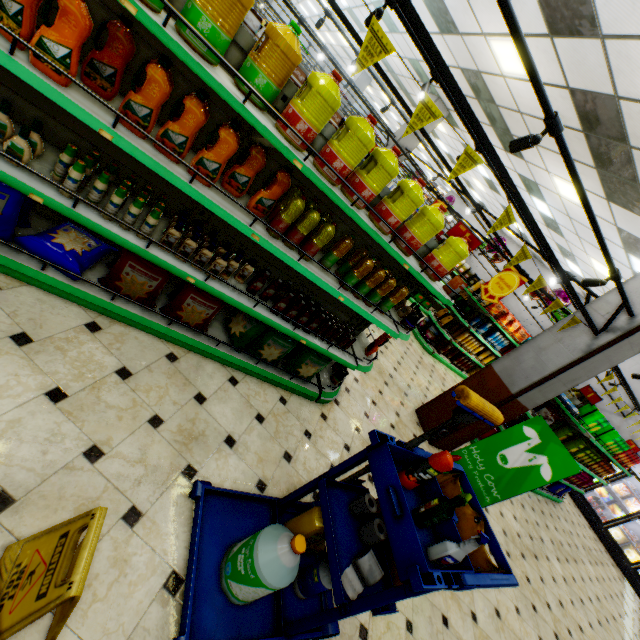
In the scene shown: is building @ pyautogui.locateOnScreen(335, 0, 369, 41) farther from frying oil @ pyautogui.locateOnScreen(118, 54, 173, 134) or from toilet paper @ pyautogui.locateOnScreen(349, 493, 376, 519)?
frying oil @ pyautogui.locateOnScreen(118, 54, 173, 134)

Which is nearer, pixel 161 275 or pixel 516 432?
pixel 161 275

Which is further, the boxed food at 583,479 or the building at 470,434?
the boxed food at 583,479

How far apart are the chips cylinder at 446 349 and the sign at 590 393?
3.5m

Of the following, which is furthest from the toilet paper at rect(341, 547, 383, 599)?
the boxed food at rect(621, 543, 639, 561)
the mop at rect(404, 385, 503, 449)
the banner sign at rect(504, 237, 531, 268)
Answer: the boxed food at rect(621, 543, 639, 561)

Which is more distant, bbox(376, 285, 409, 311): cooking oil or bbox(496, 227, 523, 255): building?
bbox(496, 227, 523, 255): building

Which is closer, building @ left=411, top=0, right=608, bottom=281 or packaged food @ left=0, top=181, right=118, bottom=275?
packaged food @ left=0, top=181, right=118, bottom=275

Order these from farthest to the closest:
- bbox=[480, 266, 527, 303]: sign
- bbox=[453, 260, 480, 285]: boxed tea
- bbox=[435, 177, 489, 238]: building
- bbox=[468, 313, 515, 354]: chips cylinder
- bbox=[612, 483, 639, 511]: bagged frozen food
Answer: bbox=[435, 177, 489, 238]: building < bbox=[453, 260, 480, 285]: boxed tea < bbox=[612, 483, 639, 511]: bagged frozen food < bbox=[468, 313, 515, 354]: chips cylinder < bbox=[480, 266, 527, 303]: sign
